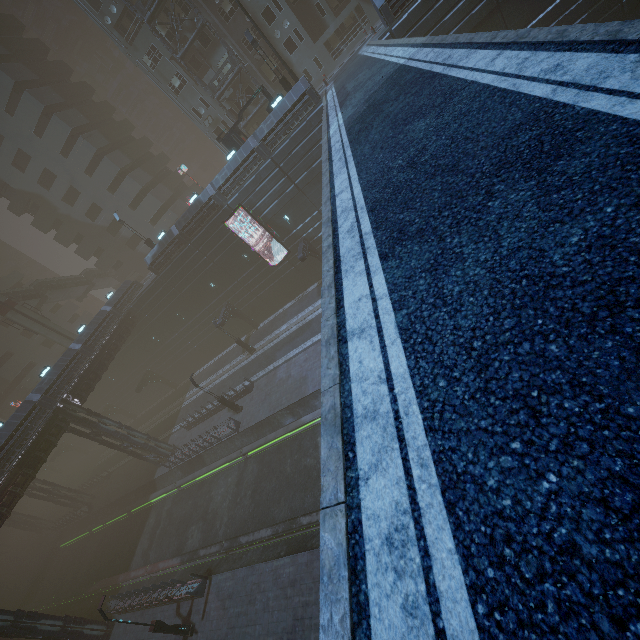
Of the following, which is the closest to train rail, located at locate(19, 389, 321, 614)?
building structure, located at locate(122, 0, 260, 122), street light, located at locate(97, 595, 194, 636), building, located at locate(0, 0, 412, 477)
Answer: building, located at locate(0, 0, 412, 477)

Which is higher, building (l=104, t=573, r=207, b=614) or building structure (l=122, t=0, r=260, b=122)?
building structure (l=122, t=0, r=260, b=122)

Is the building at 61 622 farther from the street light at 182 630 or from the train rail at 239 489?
the street light at 182 630

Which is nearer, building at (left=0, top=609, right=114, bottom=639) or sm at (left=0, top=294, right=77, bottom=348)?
building at (left=0, top=609, right=114, bottom=639)

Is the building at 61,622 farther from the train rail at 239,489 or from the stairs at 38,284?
the stairs at 38,284

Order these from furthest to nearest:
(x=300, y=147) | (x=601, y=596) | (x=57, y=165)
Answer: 1. (x=57, y=165)
2. (x=300, y=147)
3. (x=601, y=596)

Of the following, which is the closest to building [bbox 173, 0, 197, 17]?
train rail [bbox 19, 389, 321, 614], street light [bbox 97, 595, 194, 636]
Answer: train rail [bbox 19, 389, 321, 614]

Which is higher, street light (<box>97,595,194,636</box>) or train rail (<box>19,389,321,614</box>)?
street light (<box>97,595,194,636</box>)
